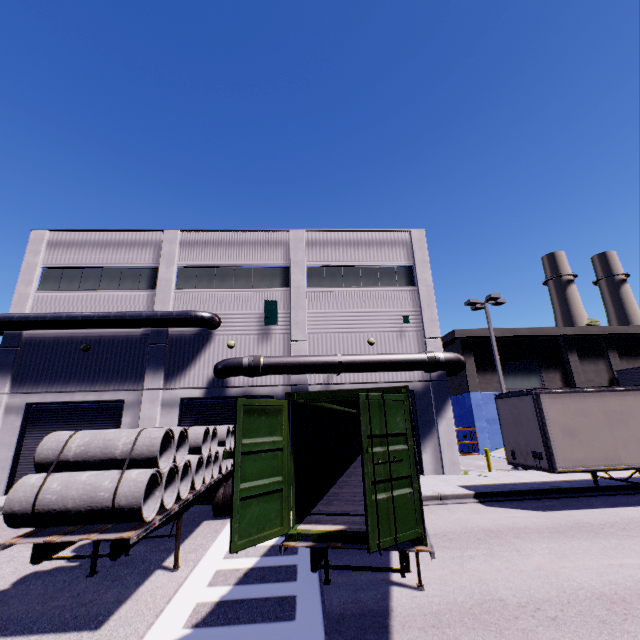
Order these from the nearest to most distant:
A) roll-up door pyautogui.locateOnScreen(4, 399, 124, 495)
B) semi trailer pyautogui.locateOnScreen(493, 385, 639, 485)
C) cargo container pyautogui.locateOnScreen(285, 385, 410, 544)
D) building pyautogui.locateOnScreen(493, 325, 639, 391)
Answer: cargo container pyautogui.locateOnScreen(285, 385, 410, 544)
semi trailer pyautogui.locateOnScreen(493, 385, 639, 485)
roll-up door pyautogui.locateOnScreen(4, 399, 124, 495)
building pyautogui.locateOnScreen(493, 325, 639, 391)

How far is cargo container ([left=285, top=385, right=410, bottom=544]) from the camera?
4.9 meters

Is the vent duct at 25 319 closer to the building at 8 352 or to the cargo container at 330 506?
the building at 8 352

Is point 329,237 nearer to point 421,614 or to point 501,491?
point 501,491

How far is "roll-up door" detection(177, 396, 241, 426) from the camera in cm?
1747

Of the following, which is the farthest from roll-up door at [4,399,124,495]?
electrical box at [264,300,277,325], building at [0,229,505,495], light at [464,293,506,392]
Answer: electrical box at [264,300,277,325]

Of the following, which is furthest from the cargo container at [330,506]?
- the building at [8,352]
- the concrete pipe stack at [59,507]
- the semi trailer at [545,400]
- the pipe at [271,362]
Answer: the concrete pipe stack at [59,507]

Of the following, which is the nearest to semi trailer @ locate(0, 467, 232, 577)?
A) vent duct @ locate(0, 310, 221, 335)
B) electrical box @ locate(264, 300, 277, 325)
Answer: vent duct @ locate(0, 310, 221, 335)
